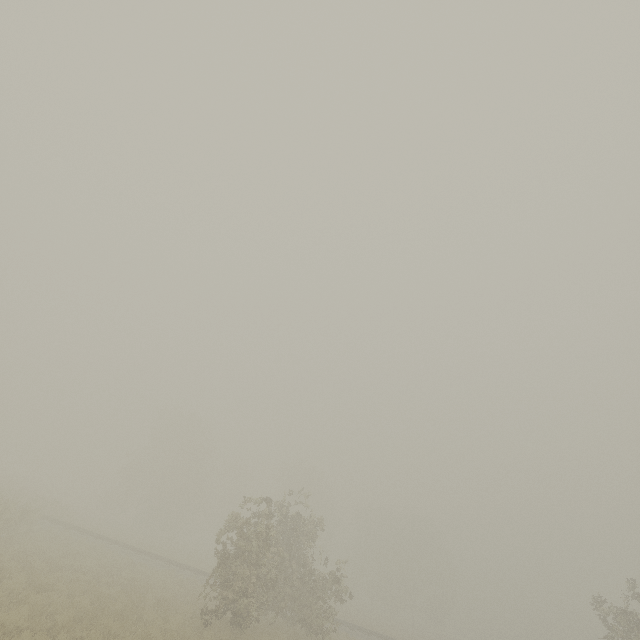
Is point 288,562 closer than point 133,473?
Yes
